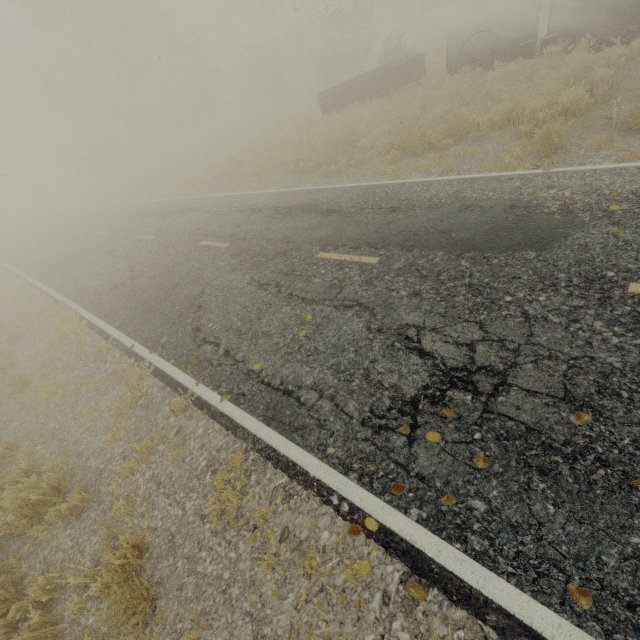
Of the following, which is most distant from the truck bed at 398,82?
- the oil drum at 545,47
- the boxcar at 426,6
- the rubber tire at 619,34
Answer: the boxcar at 426,6

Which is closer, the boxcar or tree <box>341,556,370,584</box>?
tree <box>341,556,370,584</box>

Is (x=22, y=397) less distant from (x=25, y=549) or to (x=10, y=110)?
(x=25, y=549)

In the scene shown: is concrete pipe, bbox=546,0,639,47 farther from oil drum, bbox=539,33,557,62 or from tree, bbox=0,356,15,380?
tree, bbox=0,356,15,380

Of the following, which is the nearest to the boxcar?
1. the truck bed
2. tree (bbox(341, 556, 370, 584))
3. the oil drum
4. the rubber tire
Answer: the truck bed

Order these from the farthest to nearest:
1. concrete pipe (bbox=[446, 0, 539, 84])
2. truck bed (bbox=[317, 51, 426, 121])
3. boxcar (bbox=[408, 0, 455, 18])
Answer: boxcar (bbox=[408, 0, 455, 18]), truck bed (bbox=[317, 51, 426, 121]), concrete pipe (bbox=[446, 0, 539, 84])

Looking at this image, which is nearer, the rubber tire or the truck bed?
the rubber tire

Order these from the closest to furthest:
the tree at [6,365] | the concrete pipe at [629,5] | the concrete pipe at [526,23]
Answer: the tree at [6,365] < the concrete pipe at [629,5] < the concrete pipe at [526,23]
